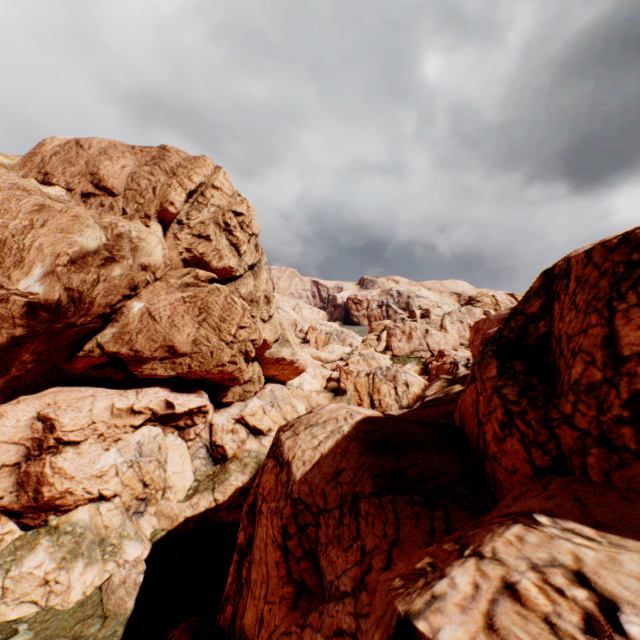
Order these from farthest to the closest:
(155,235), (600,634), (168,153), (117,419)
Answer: (168,153) → (155,235) → (117,419) → (600,634)
